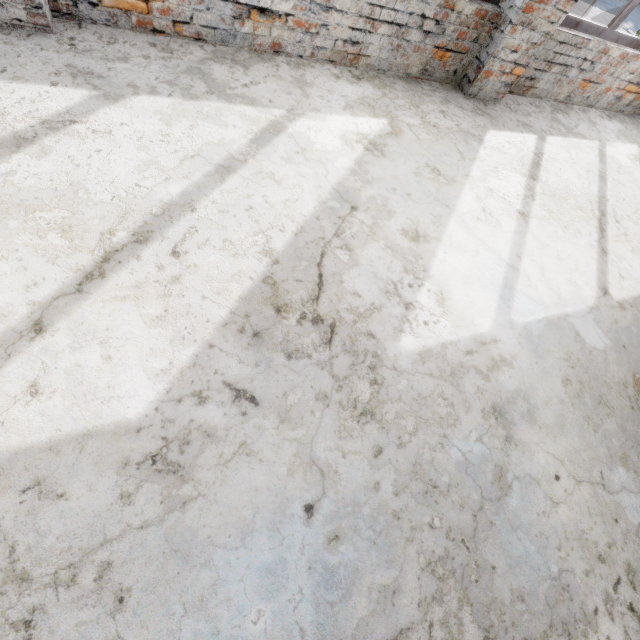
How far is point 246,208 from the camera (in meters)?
2.08
